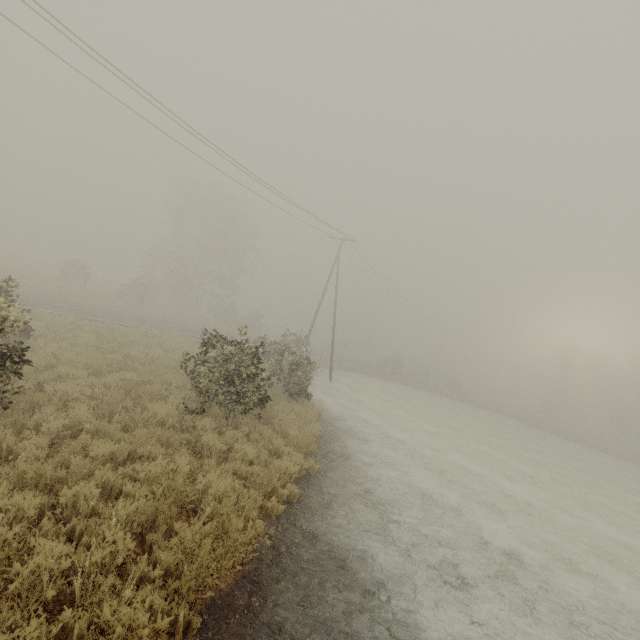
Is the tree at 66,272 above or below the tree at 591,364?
below

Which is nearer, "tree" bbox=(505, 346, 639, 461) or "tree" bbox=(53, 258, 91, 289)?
"tree" bbox=(53, 258, 91, 289)

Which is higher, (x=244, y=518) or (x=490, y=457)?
(x=244, y=518)

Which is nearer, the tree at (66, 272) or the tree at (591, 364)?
the tree at (66, 272)

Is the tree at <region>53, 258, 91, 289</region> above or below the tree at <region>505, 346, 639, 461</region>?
below

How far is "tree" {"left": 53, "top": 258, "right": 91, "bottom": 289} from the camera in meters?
33.7 m
